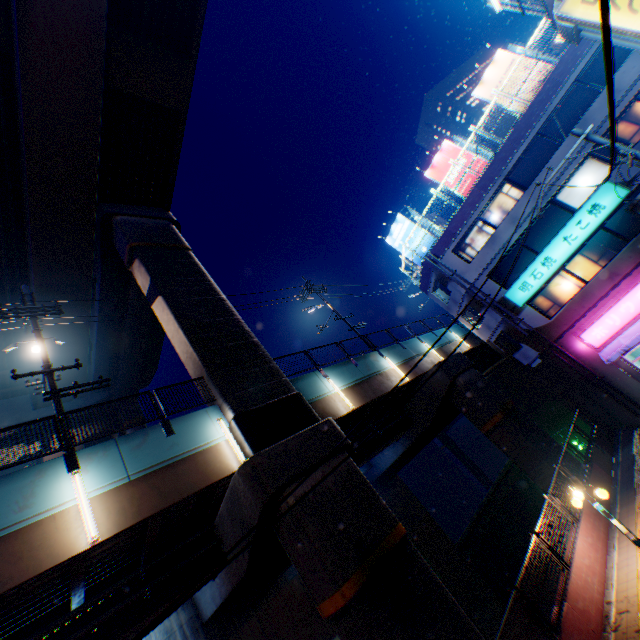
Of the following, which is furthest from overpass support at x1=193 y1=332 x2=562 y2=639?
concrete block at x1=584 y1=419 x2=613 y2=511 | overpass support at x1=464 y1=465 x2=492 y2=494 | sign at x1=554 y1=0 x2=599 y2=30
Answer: overpass support at x1=464 y1=465 x2=492 y2=494

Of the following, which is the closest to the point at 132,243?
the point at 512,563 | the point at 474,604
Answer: the point at 474,604

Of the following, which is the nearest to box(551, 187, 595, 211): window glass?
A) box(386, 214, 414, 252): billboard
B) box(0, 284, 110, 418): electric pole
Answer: box(386, 214, 414, 252): billboard

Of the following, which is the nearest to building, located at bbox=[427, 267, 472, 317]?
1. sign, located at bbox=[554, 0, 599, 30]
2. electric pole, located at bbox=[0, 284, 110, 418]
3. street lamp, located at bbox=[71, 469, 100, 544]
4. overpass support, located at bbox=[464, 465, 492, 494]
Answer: sign, located at bbox=[554, 0, 599, 30]

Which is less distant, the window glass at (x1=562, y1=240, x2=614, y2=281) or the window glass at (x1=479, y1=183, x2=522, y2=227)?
the window glass at (x1=562, y1=240, x2=614, y2=281)

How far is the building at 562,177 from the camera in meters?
17.4

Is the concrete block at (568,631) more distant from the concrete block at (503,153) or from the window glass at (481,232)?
the concrete block at (503,153)

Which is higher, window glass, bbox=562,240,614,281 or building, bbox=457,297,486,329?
building, bbox=457,297,486,329
